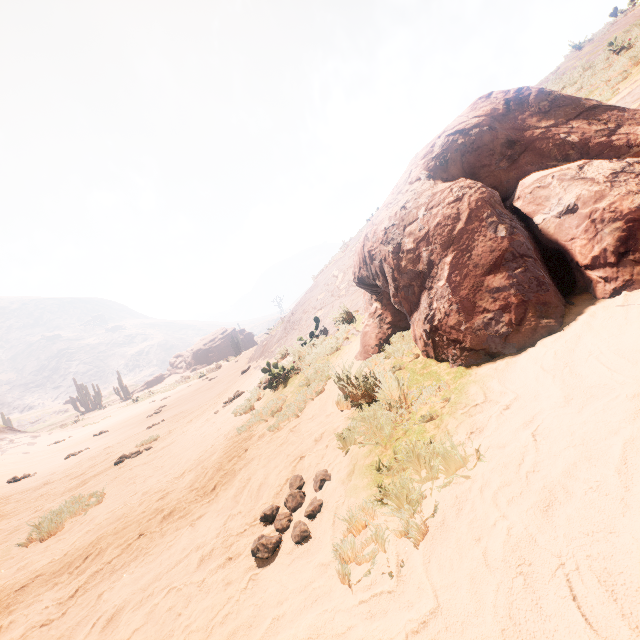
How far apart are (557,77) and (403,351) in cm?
1240

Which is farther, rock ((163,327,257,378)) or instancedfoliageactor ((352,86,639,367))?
rock ((163,327,257,378))

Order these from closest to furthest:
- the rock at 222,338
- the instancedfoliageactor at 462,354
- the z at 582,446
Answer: the z at 582,446 → the instancedfoliageactor at 462,354 → the rock at 222,338

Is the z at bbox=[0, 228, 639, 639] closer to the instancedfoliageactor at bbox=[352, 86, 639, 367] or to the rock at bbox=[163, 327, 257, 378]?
the instancedfoliageactor at bbox=[352, 86, 639, 367]

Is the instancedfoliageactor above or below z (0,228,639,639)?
above

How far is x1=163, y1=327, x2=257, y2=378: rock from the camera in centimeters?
4959cm

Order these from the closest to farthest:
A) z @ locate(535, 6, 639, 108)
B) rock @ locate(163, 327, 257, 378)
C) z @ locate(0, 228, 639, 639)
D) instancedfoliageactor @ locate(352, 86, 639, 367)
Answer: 1. z @ locate(0, 228, 639, 639)
2. instancedfoliageactor @ locate(352, 86, 639, 367)
3. z @ locate(535, 6, 639, 108)
4. rock @ locate(163, 327, 257, 378)

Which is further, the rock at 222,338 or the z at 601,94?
the rock at 222,338
